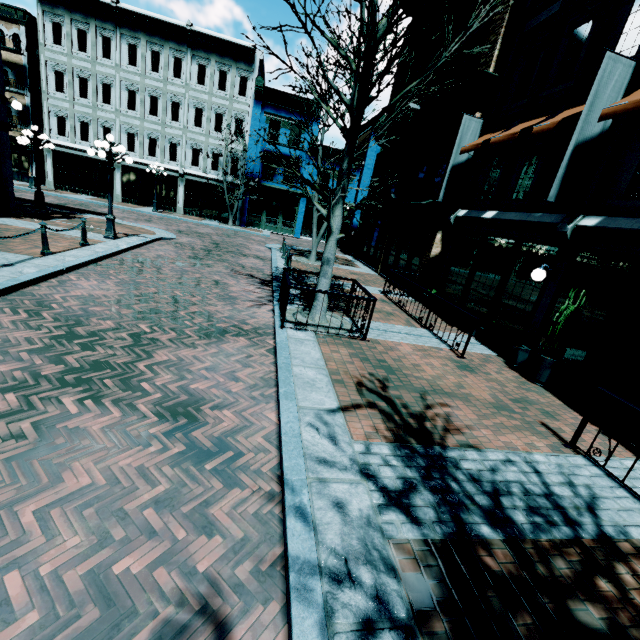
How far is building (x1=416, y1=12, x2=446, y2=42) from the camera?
14.8 meters

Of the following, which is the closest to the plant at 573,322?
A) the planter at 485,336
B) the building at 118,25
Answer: the planter at 485,336

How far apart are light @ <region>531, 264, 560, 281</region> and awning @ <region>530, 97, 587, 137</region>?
2.6m

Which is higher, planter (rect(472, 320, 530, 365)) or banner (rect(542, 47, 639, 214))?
banner (rect(542, 47, 639, 214))

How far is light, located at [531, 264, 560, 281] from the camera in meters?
7.7 m

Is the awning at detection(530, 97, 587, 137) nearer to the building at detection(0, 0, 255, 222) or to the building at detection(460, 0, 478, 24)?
the building at detection(460, 0, 478, 24)

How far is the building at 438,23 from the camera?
14.8 meters

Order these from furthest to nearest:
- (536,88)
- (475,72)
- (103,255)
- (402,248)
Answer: (402,248), (475,72), (103,255), (536,88)
